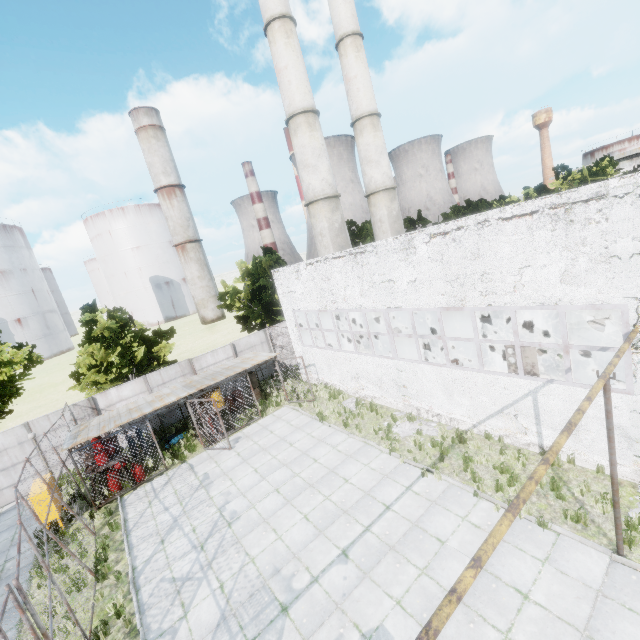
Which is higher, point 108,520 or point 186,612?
point 108,520

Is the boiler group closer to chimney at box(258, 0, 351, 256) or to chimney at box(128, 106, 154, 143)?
chimney at box(258, 0, 351, 256)

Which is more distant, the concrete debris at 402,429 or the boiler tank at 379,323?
the boiler tank at 379,323

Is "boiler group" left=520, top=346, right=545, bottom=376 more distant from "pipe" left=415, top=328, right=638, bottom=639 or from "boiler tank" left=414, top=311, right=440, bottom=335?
"pipe" left=415, top=328, right=638, bottom=639

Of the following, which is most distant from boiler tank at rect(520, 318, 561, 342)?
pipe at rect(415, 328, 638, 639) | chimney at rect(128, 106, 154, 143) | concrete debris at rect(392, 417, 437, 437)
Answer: chimney at rect(128, 106, 154, 143)

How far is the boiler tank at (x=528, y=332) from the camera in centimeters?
1566cm

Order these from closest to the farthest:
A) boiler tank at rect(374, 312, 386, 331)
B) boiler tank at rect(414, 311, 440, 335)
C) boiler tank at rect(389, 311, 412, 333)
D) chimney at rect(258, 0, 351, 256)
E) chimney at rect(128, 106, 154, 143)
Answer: boiler tank at rect(414, 311, 440, 335) < boiler tank at rect(389, 311, 412, 333) < boiler tank at rect(374, 312, 386, 331) < chimney at rect(258, 0, 351, 256) < chimney at rect(128, 106, 154, 143)

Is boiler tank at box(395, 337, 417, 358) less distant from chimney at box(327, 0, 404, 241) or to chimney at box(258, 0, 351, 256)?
chimney at box(258, 0, 351, 256)
